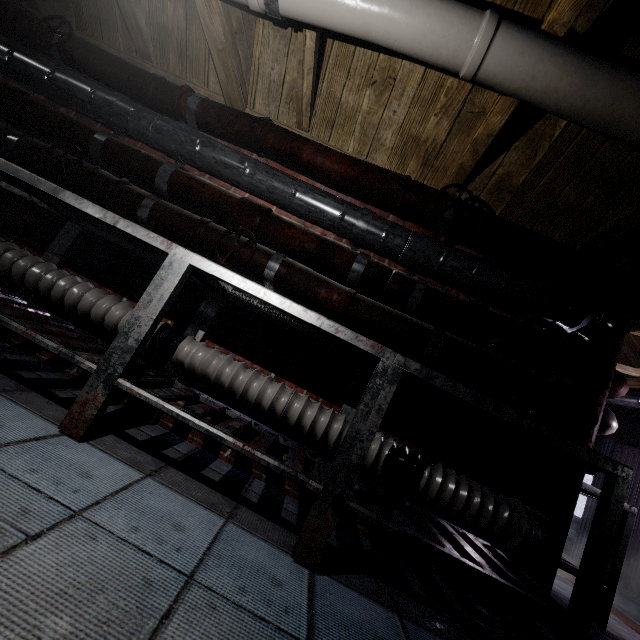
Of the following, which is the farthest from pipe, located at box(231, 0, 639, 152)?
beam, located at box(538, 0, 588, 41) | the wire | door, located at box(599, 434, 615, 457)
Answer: door, located at box(599, 434, 615, 457)

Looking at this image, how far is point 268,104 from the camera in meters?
2.1 m

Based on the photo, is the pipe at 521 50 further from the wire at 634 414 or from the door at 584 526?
the door at 584 526

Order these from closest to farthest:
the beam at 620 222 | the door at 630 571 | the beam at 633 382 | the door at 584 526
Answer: the beam at 620 222 < the beam at 633 382 < the door at 630 571 < the door at 584 526

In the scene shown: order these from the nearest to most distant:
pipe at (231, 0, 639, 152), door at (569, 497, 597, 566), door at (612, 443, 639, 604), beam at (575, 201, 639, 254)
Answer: pipe at (231, 0, 639, 152)
beam at (575, 201, 639, 254)
door at (612, 443, 639, 604)
door at (569, 497, 597, 566)

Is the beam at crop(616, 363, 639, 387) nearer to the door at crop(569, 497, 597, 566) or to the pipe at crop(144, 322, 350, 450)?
the door at crop(569, 497, 597, 566)

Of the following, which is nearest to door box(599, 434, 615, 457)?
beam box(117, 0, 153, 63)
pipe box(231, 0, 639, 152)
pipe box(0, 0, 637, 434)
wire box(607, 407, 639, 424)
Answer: wire box(607, 407, 639, 424)

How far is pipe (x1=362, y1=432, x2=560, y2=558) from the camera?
1.5m
